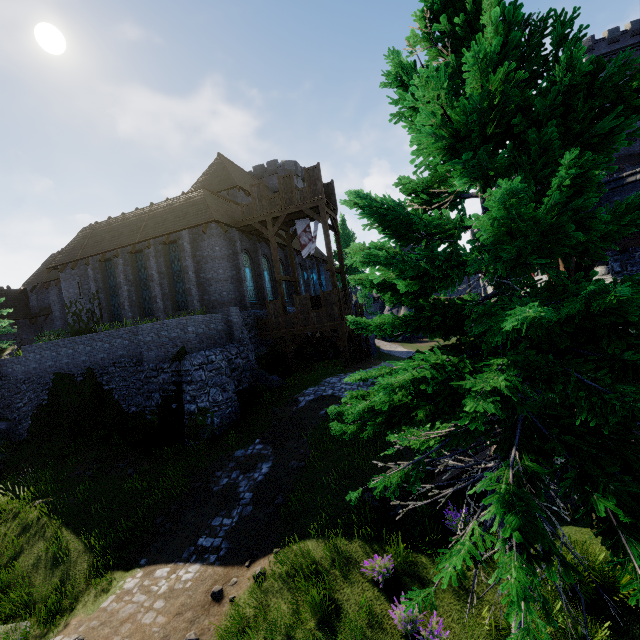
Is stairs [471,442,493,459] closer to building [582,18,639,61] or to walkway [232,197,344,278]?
walkway [232,197,344,278]

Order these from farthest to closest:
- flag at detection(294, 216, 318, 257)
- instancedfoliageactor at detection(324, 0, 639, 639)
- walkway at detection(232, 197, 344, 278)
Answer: flag at detection(294, 216, 318, 257) < walkway at detection(232, 197, 344, 278) < instancedfoliageactor at detection(324, 0, 639, 639)

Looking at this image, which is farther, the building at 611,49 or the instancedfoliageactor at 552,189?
the building at 611,49

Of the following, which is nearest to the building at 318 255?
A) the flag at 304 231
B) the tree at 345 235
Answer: the tree at 345 235

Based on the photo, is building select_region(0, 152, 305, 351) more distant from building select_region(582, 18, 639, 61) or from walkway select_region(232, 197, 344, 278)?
building select_region(582, 18, 639, 61)

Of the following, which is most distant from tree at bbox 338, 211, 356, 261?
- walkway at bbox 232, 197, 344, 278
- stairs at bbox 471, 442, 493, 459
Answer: stairs at bbox 471, 442, 493, 459

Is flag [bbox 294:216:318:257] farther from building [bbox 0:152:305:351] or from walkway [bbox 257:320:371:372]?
walkway [bbox 257:320:371:372]

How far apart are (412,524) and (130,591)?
7.8m
